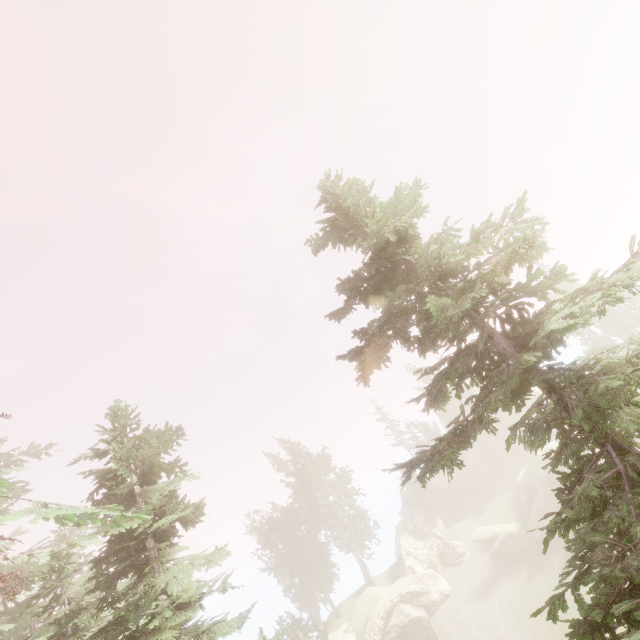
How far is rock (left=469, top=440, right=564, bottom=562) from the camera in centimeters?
3312cm

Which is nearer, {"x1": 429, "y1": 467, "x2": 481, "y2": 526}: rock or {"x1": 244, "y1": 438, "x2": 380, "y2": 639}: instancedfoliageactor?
{"x1": 244, "y1": 438, "x2": 380, "y2": 639}: instancedfoliageactor

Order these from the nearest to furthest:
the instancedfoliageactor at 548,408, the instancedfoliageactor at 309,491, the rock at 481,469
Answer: the instancedfoliageactor at 548,408 → the instancedfoliageactor at 309,491 → the rock at 481,469

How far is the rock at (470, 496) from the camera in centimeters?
4525cm

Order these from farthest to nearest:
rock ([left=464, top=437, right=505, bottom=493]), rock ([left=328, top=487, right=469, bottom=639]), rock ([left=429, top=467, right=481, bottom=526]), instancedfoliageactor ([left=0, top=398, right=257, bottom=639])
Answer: rock ([left=464, top=437, right=505, bottom=493])
rock ([left=429, top=467, right=481, bottom=526])
rock ([left=328, top=487, right=469, bottom=639])
instancedfoliageactor ([left=0, top=398, right=257, bottom=639])

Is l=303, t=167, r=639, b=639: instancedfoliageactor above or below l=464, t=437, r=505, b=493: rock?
above

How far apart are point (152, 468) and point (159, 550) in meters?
2.3
